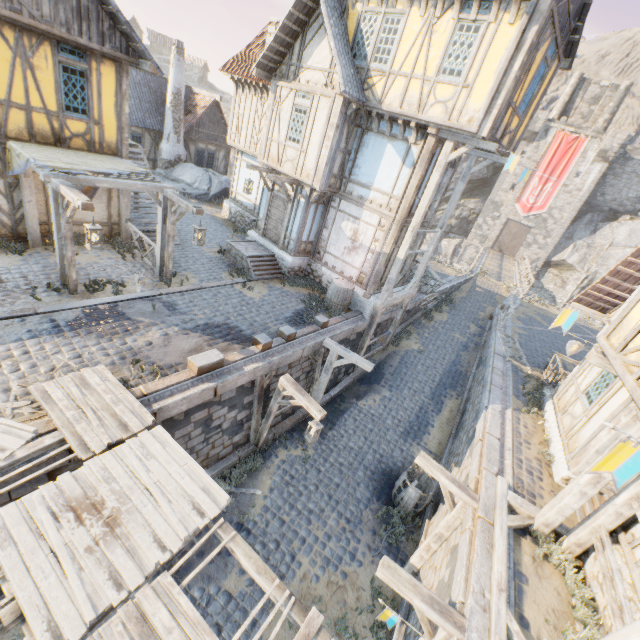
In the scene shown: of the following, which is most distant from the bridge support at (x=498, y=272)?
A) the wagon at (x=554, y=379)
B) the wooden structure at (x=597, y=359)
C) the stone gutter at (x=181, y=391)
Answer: the wooden structure at (x=597, y=359)

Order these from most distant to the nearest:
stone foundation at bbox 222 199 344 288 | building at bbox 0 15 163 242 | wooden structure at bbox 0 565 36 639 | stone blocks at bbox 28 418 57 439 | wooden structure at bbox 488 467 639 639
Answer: stone foundation at bbox 222 199 344 288 → building at bbox 0 15 163 242 → stone blocks at bbox 28 418 57 439 → wooden structure at bbox 488 467 639 639 → wooden structure at bbox 0 565 36 639

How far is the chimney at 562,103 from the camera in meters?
35.7 m

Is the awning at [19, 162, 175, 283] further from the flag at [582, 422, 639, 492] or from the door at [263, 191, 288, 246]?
the flag at [582, 422, 639, 492]

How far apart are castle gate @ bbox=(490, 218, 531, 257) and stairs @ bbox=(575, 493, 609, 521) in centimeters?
3815cm

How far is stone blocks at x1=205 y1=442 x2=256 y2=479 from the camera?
8.9m

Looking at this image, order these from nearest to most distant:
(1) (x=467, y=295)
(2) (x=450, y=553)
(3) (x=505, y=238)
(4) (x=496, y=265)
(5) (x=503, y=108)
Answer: (2) (x=450, y=553)
(5) (x=503, y=108)
(1) (x=467, y=295)
(4) (x=496, y=265)
(3) (x=505, y=238)

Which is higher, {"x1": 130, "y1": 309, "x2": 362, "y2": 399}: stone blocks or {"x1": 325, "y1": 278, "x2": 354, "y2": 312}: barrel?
{"x1": 325, "y1": 278, "x2": 354, "y2": 312}: barrel
